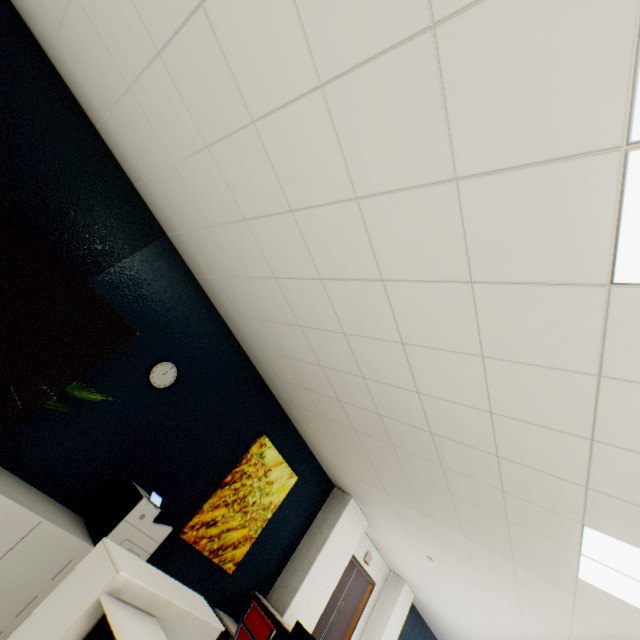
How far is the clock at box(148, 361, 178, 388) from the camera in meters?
3.3 m

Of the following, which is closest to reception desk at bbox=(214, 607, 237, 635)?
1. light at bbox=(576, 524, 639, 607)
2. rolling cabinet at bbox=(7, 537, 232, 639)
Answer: rolling cabinet at bbox=(7, 537, 232, 639)

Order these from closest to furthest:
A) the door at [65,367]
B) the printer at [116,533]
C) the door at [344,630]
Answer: the door at [65,367] < the printer at [116,533] < the door at [344,630]

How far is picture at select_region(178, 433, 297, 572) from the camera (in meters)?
3.90

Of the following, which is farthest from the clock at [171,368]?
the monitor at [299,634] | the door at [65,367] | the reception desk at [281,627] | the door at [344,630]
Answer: the door at [344,630]

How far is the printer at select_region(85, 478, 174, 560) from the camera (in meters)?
2.78

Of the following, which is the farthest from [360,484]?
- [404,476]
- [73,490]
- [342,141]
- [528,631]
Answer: [342,141]

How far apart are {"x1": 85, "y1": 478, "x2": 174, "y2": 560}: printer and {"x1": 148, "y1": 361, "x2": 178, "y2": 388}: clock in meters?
0.9
